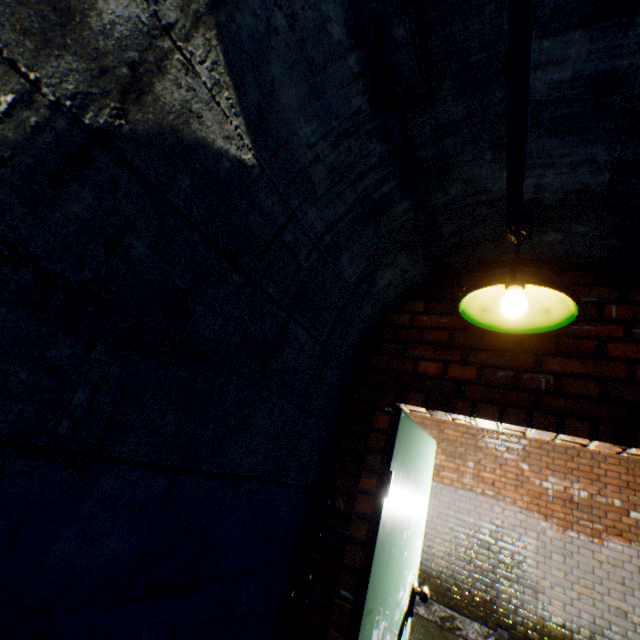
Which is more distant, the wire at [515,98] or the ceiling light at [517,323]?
the ceiling light at [517,323]

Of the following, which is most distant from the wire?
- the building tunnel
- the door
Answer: the door

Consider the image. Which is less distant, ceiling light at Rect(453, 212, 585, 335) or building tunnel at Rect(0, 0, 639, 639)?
building tunnel at Rect(0, 0, 639, 639)

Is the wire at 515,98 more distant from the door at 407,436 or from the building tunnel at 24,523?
the door at 407,436

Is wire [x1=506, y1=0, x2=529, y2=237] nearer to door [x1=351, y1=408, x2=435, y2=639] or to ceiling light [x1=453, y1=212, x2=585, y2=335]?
ceiling light [x1=453, y1=212, x2=585, y2=335]

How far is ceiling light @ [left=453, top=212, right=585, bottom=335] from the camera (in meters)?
1.22

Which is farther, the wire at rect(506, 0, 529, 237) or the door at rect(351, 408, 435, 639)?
the door at rect(351, 408, 435, 639)

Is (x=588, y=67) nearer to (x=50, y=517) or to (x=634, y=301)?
(x=634, y=301)
